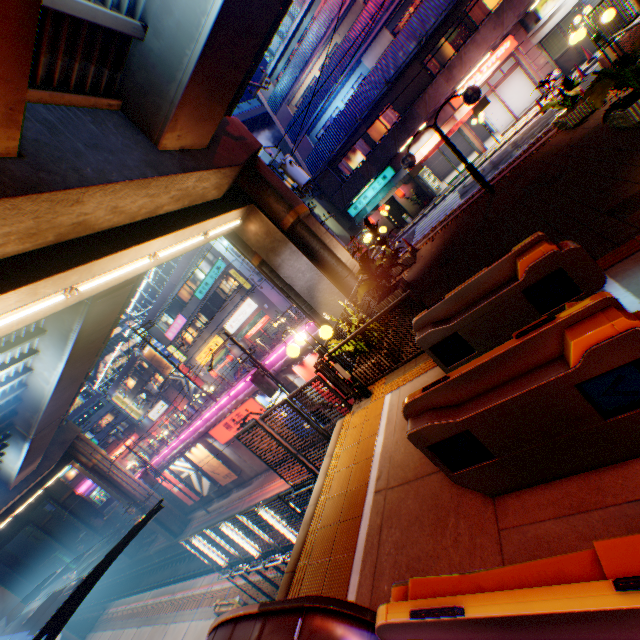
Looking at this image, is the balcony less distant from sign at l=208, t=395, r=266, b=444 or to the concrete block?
the concrete block

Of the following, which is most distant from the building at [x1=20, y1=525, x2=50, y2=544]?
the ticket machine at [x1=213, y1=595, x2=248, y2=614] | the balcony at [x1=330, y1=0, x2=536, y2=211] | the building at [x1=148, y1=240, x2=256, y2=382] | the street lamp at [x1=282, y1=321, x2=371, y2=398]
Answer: the street lamp at [x1=282, y1=321, x2=371, y2=398]

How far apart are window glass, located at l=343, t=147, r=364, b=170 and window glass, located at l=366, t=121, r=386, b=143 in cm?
82

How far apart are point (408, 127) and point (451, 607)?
23.97m

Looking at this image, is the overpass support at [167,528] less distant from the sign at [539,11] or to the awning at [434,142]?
the awning at [434,142]

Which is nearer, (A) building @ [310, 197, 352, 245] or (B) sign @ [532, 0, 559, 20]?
(B) sign @ [532, 0, 559, 20]

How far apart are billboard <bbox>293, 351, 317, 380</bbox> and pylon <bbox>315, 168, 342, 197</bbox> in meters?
12.4

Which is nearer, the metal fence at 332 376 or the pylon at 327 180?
the metal fence at 332 376
